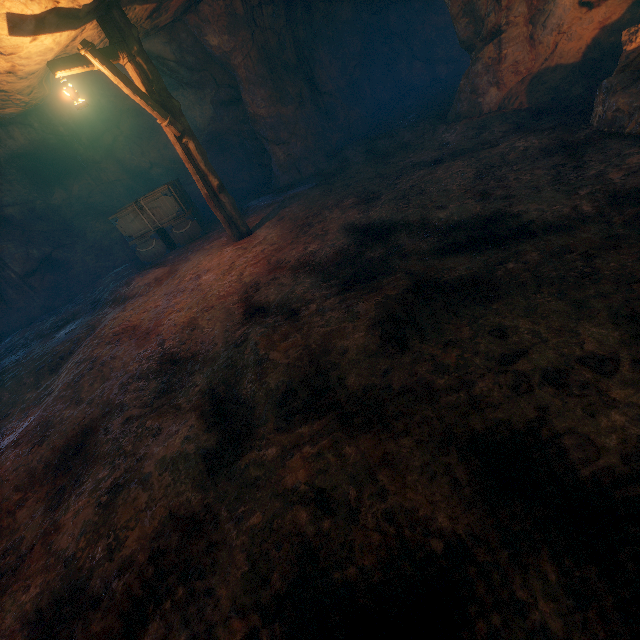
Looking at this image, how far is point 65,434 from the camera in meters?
4.2

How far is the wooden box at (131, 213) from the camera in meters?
9.7 m

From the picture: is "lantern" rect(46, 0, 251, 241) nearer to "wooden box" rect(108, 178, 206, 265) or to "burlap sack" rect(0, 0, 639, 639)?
"burlap sack" rect(0, 0, 639, 639)

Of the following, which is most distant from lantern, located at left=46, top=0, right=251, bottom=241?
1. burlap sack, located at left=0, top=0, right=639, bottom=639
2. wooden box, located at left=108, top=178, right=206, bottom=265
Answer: wooden box, located at left=108, top=178, right=206, bottom=265

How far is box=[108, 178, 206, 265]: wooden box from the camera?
9.70m

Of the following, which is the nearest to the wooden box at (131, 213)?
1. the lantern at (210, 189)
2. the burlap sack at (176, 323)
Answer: the burlap sack at (176, 323)

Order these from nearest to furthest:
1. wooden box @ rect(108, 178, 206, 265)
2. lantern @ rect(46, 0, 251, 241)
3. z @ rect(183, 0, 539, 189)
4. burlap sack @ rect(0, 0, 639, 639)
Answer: burlap sack @ rect(0, 0, 639, 639)
lantern @ rect(46, 0, 251, 241)
z @ rect(183, 0, 539, 189)
wooden box @ rect(108, 178, 206, 265)
